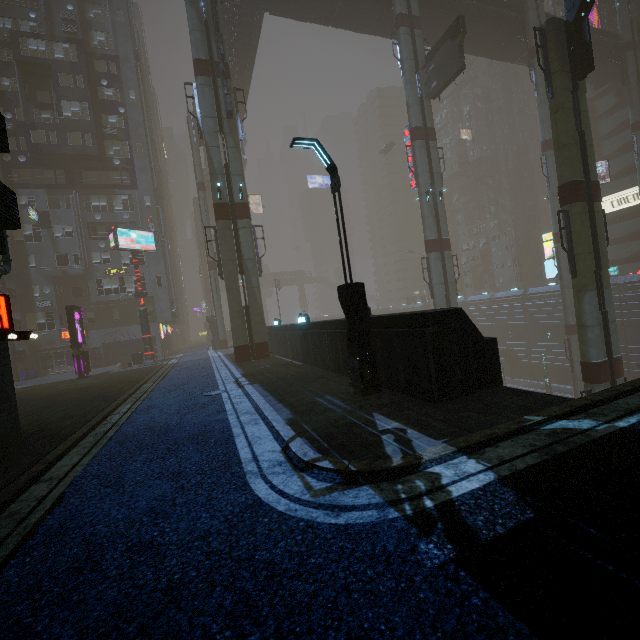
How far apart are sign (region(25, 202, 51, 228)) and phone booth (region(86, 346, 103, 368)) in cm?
1301

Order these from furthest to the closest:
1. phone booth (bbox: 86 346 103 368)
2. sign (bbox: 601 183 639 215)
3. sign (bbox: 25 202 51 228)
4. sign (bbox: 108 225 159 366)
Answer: sign (bbox: 601 183 639 215)
phone booth (bbox: 86 346 103 368)
sign (bbox: 25 202 51 228)
sign (bbox: 108 225 159 366)

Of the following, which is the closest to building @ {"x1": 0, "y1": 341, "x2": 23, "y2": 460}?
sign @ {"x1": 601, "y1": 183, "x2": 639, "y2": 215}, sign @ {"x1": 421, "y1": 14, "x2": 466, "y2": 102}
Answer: sign @ {"x1": 601, "y1": 183, "x2": 639, "y2": 215}

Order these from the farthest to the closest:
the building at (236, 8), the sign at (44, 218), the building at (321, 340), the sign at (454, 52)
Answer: the sign at (44, 218)
the building at (236, 8)
the sign at (454, 52)
the building at (321, 340)

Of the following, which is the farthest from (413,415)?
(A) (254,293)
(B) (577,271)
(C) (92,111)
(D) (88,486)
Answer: (C) (92,111)

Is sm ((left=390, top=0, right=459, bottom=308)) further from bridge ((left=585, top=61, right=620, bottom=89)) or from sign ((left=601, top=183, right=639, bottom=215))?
sign ((left=601, top=183, right=639, bottom=215))

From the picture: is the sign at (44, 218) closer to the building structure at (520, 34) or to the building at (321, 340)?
the building at (321, 340)

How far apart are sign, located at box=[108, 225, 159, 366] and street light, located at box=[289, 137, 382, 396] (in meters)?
24.22
